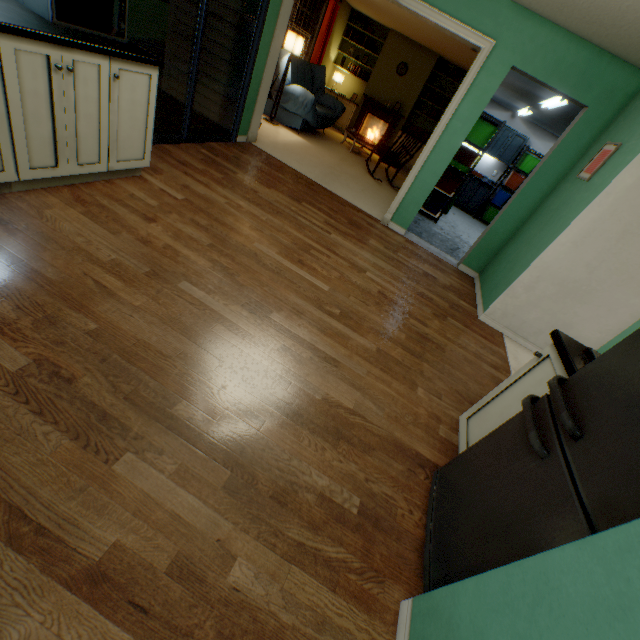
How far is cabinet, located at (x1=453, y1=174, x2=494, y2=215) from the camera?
8.6m

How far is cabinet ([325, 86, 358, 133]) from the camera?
8.9m

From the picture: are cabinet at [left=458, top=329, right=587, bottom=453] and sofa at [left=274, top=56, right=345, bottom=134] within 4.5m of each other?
no

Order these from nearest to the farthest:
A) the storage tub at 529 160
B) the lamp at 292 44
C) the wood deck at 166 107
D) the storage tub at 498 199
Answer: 1. the wood deck at 166 107
2. the lamp at 292 44
3. the storage tub at 529 160
4. the storage tub at 498 199

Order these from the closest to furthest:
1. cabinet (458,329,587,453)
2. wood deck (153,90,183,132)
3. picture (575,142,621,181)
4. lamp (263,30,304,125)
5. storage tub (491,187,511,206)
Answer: cabinet (458,329,587,453) → picture (575,142,621,181) → wood deck (153,90,183,132) → lamp (263,30,304,125) → storage tub (491,187,511,206)

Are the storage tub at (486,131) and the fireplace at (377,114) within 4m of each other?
yes

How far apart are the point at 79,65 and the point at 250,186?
1.9 meters

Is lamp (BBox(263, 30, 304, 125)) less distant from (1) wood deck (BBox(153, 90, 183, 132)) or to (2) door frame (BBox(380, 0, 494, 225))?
(2) door frame (BBox(380, 0, 494, 225))
